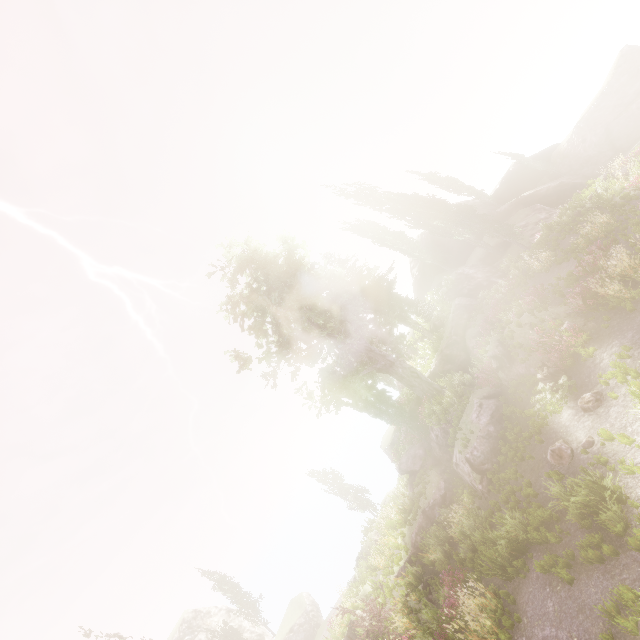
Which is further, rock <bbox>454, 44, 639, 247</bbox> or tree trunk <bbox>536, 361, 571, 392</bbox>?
rock <bbox>454, 44, 639, 247</bbox>

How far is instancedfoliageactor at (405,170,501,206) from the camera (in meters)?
40.75

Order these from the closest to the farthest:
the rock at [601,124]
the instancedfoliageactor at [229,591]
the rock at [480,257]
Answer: the rock at [480,257]
the rock at [601,124]
the instancedfoliageactor at [229,591]

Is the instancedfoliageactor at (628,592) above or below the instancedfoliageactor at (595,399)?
below

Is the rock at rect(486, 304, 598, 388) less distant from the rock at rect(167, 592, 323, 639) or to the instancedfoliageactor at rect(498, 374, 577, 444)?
the instancedfoliageactor at rect(498, 374, 577, 444)

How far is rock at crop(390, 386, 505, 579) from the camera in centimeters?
1545cm

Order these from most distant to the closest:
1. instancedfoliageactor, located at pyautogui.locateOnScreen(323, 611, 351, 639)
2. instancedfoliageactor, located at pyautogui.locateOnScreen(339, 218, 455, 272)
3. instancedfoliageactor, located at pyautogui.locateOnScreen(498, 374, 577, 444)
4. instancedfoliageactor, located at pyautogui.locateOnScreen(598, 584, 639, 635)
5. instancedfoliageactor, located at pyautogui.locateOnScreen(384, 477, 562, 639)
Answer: instancedfoliageactor, located at pyautogui.locateOnScreen(339, 218, 455, 272)
instancedfoliageactor, located at pyautogui.locateOnScreen(323, 611, 351, 639)
instancedfoliageactor, located at pyautogui.locateOnScreen(498, 374, 577, 444)
instancedfoliageactor, located at pyautogui.locateOnScreen(384, 477, 562, 639)
instancedfoliageactor, located at pyautogui.locateOnScreen(598, 584, 639, 635)

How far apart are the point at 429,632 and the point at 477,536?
4.4 meters
